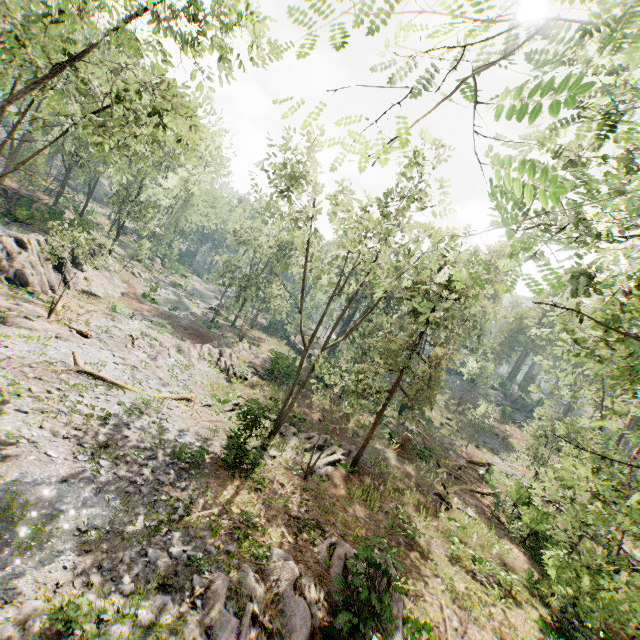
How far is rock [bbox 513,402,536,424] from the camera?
56.6 meters

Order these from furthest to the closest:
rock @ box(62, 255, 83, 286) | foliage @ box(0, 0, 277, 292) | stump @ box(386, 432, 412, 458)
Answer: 1. rock @ box(62, 255, 83, 286)
2. stump @ box(386, 432, 412, 458)
3. foliage @ box(0, 0, 277, 292)

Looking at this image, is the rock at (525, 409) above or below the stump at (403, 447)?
above

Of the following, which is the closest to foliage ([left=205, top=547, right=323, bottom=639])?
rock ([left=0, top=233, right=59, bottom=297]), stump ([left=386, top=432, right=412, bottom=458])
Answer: rock ([left=0, top=233, right=59, bottom=297])

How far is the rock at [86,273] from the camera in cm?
2964

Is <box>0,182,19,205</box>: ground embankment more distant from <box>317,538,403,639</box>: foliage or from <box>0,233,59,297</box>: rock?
<box>0,233,59,297</box>: rock

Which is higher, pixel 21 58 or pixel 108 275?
pixel 21 58
